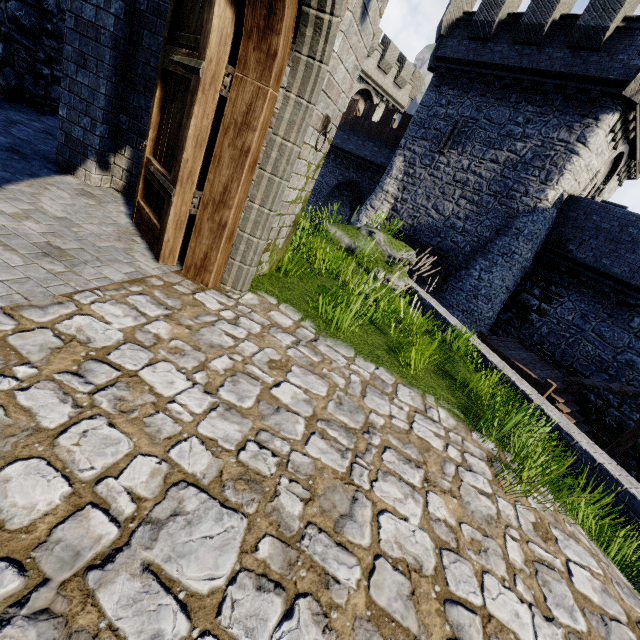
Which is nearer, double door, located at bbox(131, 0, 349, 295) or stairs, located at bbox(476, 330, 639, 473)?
double door, located at bbox(131, 0, 349, 295)

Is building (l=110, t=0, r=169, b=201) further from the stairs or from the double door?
the stairs

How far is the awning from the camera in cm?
1768

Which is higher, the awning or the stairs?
the awning

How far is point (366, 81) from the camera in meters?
27.3

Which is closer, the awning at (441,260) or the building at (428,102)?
the building at (428,102)

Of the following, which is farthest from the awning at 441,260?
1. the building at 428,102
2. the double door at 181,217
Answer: the double door at 181,217

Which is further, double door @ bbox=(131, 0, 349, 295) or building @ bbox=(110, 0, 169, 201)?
building @ bbox=(110, 0, 169, 201)
